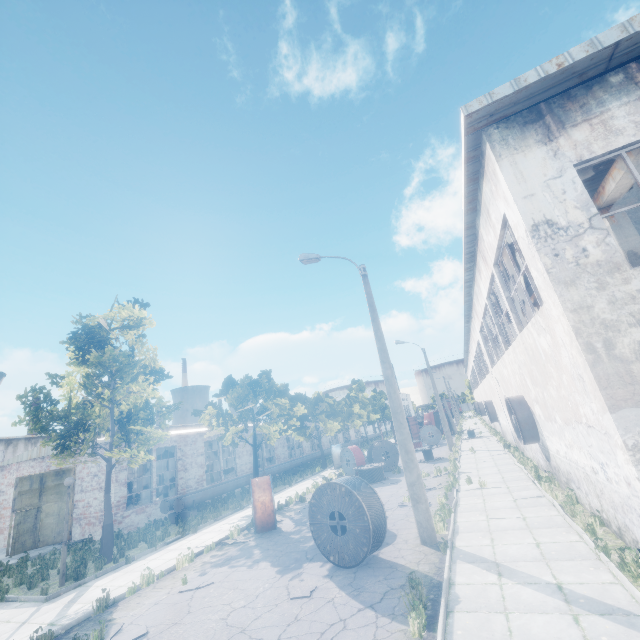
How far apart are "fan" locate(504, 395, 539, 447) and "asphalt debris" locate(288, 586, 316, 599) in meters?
9.9 m

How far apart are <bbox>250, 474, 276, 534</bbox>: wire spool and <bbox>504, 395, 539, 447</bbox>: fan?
10.2 meters

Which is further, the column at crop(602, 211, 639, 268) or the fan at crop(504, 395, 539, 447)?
the fan at crop(504, 395, 539, 447)

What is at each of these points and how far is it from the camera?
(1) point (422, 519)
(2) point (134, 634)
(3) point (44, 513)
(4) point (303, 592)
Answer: (1) lamp post, 9.1m
(2) asphalt debris, 7.0m
(3) door, 18.2m
(4) asphalt debris, 7.5m

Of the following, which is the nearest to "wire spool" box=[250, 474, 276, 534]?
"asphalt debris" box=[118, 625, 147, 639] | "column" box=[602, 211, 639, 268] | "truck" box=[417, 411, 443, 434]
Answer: "asphalt debris" box=[118, 625, 147, 639]

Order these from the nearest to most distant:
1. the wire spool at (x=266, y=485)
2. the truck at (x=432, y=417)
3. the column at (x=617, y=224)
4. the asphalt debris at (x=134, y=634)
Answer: the asphalt debris at (x=134, y=634) → the column at (x=617, y=224) → the wire spool at (x=266, y=485) → the truck at (x=432, y=417)

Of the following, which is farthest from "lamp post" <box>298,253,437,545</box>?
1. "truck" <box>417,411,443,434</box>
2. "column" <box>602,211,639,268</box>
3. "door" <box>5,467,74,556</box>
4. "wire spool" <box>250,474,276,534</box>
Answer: "truck" <box>417,411,443,434</box>

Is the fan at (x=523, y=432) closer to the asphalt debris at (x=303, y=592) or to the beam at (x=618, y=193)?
the beam at (x=618, y=193)
